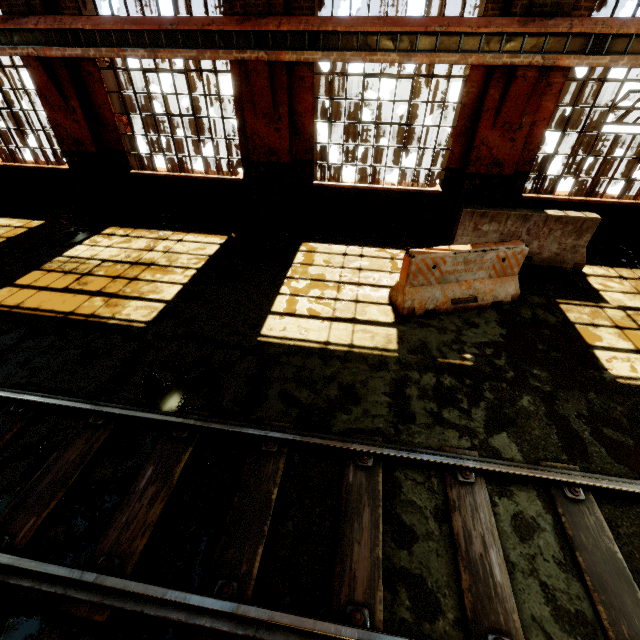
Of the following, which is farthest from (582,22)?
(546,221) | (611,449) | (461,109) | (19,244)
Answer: (19,244)

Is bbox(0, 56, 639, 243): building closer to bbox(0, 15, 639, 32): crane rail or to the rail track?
bbox(0, 15, 639, 32): crane rail

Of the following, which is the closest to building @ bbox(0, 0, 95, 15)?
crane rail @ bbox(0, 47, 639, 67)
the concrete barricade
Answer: crane rail @ bbox(0, 47, 639, 67)

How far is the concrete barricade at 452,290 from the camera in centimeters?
516cm

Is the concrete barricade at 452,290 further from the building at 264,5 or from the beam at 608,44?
the beam at 608,44

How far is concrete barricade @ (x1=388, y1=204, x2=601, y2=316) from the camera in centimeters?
516cm

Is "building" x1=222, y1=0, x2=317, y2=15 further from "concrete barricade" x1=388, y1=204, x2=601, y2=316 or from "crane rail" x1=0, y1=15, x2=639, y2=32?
"concrete barricade" x1=388, y1=204, x2=601, y2=316

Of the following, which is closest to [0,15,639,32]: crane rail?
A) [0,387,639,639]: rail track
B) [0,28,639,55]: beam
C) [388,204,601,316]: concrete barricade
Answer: [0,28,639,55]: beam
